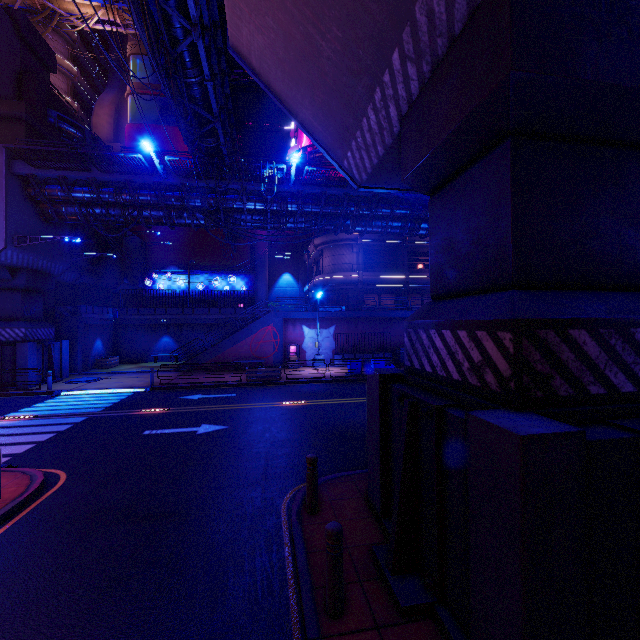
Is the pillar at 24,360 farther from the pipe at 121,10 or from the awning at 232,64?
the pipe at 121,10

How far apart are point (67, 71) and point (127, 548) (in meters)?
58.41

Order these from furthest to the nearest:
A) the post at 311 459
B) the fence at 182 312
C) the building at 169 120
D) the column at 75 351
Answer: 1. the building at 169 120
2. the fence at 182 312
3. the column at 75 351
4. the post at 311 459

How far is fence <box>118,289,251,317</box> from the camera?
30.6 meters

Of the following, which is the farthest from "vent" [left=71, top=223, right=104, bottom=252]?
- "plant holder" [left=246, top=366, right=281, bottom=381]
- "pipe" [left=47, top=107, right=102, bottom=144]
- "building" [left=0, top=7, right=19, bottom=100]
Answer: "plant holder" [left=246, top=366, right=281, bottom=381]

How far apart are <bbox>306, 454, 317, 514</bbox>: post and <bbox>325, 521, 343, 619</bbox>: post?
1.95m

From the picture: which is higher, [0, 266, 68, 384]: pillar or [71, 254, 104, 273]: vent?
[71, 254, 104, 273]: vent

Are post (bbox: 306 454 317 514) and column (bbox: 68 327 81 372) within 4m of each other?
no
